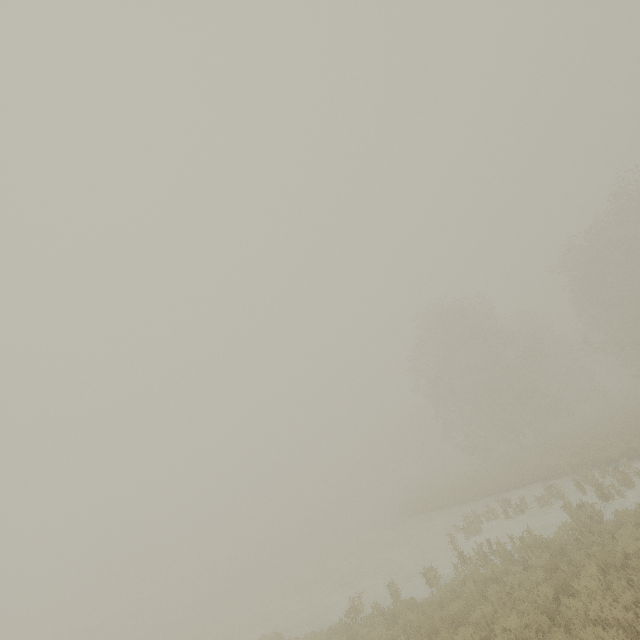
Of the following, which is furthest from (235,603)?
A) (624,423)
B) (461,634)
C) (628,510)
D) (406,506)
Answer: (624,423)
